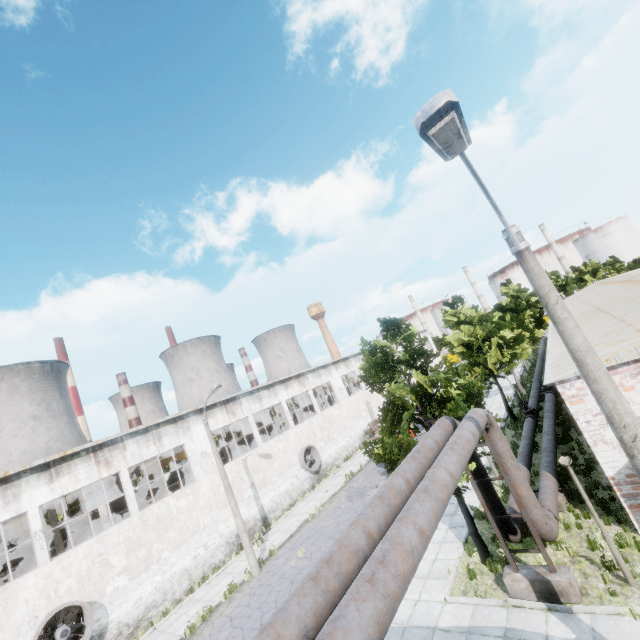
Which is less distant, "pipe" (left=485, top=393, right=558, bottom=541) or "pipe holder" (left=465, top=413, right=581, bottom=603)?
"pipe holder" (left=465, top=413, right=581, bottom=603)

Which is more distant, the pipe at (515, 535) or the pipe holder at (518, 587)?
the pipe at (515, 535)

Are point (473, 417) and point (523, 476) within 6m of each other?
yes

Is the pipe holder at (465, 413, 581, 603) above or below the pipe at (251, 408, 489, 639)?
below

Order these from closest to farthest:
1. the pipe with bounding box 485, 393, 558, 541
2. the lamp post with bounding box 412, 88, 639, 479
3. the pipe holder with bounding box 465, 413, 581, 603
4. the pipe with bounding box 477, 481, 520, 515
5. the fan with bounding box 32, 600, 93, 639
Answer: the lamp post with bounding box 412, 88, 639, 479, the pipe holder with bounding box 465, 413, 581, 603, the pipe with bounding box 485, 393, 558, 541, the pipe with bounding box 477, 481, 520, 515, the fan with bounding box 32, 600, 93, 639

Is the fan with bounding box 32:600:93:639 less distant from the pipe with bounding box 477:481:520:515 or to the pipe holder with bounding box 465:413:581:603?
the pipe with bounding box 477:481:520:515

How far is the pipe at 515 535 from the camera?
10.02m

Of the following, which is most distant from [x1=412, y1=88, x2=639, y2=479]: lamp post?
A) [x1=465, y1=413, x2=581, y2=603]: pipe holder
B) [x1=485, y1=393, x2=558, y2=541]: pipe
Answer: [x1=465, y1=413, x2=581, y2=603]: pipe holder
